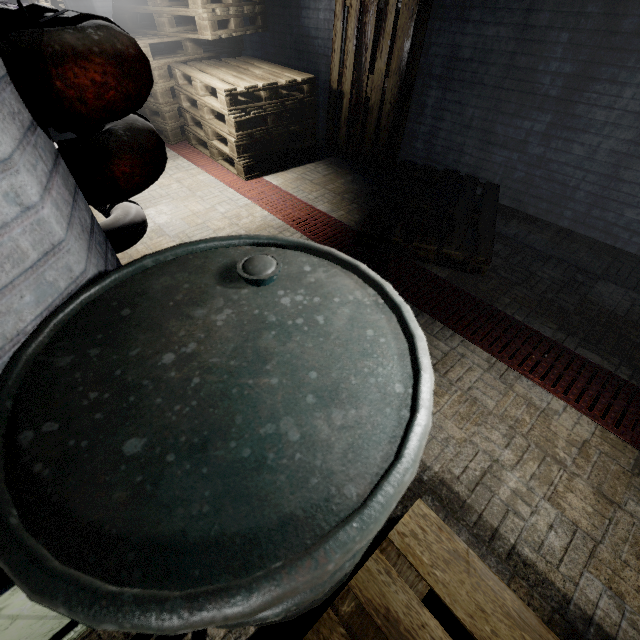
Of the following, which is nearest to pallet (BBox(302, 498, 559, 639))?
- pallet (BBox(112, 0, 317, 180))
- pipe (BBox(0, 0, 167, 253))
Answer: pipe (BBox(0, 0, 167, 253))

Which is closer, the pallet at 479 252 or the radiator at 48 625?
the radiator at 48 625

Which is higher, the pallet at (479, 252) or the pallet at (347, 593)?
the pallet at (347, 593)

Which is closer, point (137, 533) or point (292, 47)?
point (137, 533)

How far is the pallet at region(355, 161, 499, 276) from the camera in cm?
237

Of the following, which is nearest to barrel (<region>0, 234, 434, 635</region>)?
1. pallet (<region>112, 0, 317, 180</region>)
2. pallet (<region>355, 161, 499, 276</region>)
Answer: pallet (<region>355, 161, 499, 276</region>)

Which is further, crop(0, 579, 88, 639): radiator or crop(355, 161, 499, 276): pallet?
crop(355, 161, 499, 276): pallet

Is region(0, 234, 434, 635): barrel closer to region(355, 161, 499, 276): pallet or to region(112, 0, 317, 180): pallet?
region(355, 161, 499, 276): pallet
